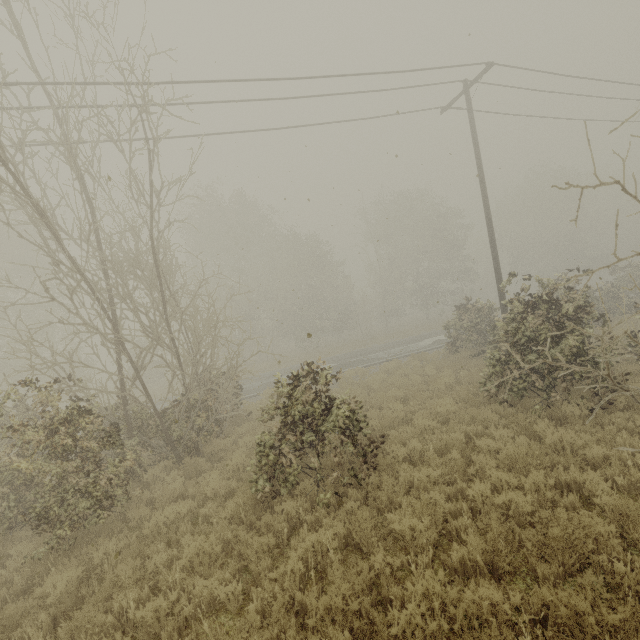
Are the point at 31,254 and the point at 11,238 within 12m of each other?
yes
